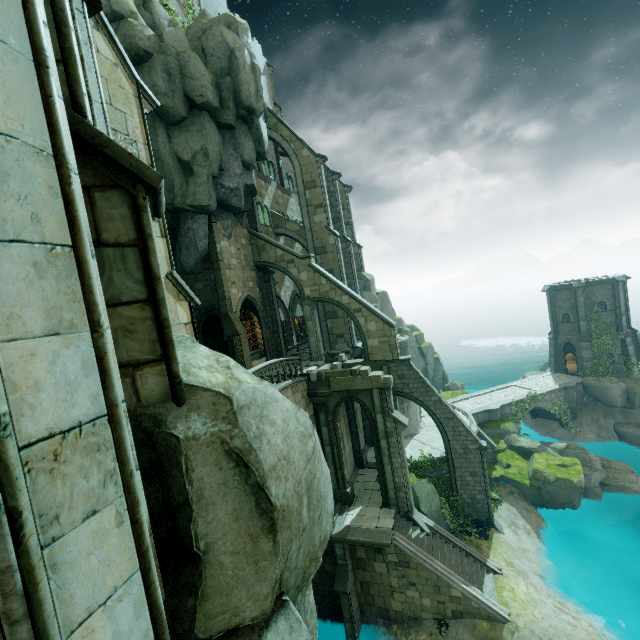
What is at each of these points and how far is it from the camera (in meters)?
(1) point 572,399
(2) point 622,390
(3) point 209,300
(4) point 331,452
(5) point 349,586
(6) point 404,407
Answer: (1) bridge, 31.70
(2) rock, 30.20
(3) building, 20.80
(4) stone column, 19.02
(5) stone column, 16.14
(6) building, 26.59

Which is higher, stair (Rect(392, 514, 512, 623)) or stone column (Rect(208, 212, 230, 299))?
stone column (Rect(208, 212, 230, 299))

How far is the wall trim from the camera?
18.5 meters

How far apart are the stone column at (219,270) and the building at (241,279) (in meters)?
0.01

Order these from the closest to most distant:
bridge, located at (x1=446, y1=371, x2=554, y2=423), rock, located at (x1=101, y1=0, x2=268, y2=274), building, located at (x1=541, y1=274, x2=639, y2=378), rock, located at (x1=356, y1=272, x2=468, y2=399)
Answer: rock, located at (x1=101, y1=0, x2=268, y2=274), bridge, located at (x1=446, y1=371, x2=554, y2=423), building, located at (x1=541, y1=274, x2=639, y2=378), rock, located at (x1=356, y1=272, x2=468, y2=399)

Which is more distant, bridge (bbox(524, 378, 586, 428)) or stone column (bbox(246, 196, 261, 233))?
bridge (bbox(524, 378, 586, 428))

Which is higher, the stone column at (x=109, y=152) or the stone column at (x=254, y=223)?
the stone column at (x=254, y=223)

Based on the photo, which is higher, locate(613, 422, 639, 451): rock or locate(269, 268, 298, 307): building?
locate(269, 268, 298, 307): building
